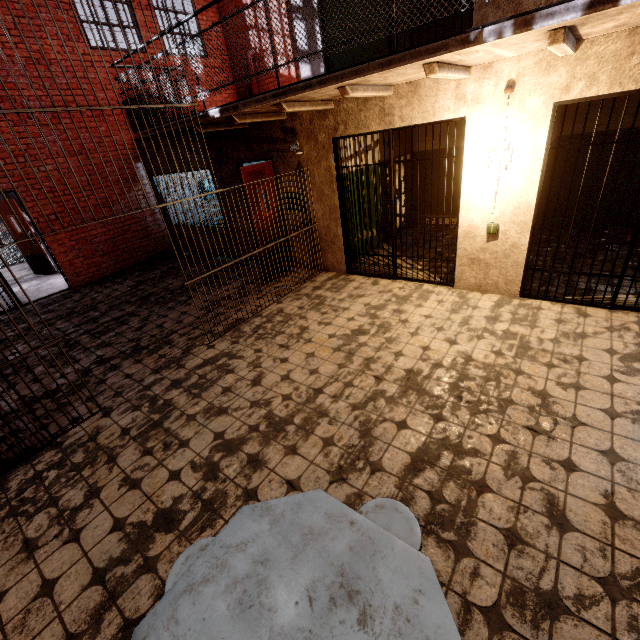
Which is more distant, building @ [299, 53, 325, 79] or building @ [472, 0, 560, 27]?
building @ [299, 53, 325, 79]

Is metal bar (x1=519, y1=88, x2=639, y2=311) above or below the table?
above

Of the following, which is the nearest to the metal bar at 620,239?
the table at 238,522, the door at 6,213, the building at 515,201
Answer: the building at 515,201

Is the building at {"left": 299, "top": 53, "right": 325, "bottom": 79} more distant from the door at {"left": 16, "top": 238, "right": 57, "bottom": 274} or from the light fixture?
the door at {"left": 16, "top": 238, "right": 57, "bottom": 274}

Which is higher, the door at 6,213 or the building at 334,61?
the building at 334,61

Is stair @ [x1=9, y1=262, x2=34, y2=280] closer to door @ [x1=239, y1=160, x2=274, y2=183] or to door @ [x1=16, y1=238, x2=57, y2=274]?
door @ [x1=16, y1=238, x2=57, y2=274]

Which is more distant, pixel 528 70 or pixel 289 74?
pixel 289 74

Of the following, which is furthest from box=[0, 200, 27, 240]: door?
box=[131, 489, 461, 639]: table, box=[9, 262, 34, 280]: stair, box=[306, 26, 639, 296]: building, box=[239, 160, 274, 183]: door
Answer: box=[131, 489, 461, 639]: table
